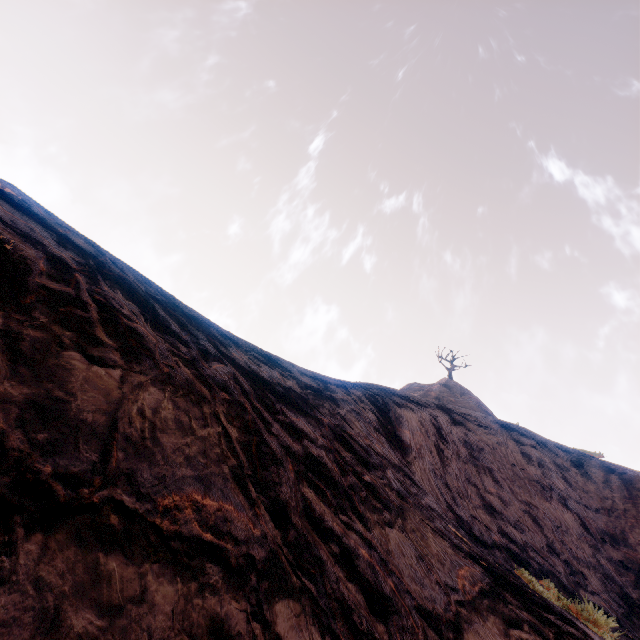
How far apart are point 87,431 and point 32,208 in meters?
2.4
